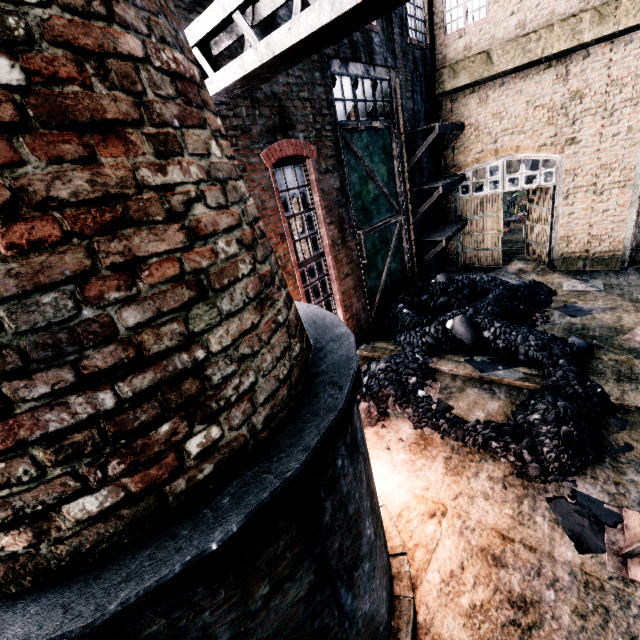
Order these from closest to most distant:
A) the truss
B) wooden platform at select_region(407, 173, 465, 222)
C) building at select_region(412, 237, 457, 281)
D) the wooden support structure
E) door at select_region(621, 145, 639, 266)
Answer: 1. the truss
2. the wooden support structure
3. door at select_region(621, 145, 639, 266)
4. wooden platform at select_region(407, 173, 465, 222)
5. building at select_region(412, 237, 457, 281)

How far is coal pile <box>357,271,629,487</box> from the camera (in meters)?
6.31

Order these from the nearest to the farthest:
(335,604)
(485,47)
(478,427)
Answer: (335,604), (478,427), (485,47)

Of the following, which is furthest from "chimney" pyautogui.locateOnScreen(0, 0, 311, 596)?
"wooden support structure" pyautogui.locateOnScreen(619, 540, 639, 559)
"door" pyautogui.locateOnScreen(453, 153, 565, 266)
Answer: "door" pyautogui.locateOnScreen(453, 153, 565, 266)

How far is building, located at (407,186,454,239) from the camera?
13.90m

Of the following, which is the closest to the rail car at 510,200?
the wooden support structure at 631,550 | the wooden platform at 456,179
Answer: the wooden platform at 456,179

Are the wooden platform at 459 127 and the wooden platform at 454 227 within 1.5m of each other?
no

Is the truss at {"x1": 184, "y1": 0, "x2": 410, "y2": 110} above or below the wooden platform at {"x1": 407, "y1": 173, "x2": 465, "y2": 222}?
above
